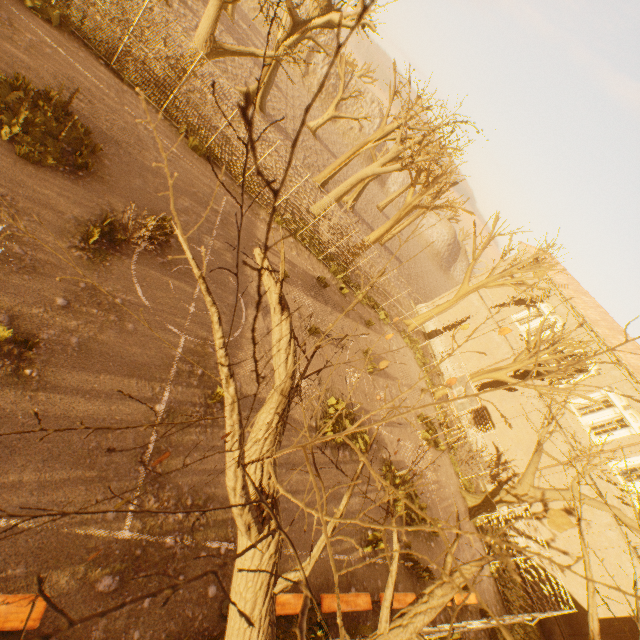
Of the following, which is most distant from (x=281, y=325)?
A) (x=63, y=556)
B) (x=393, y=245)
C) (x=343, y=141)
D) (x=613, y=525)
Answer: (x=343, y=141)

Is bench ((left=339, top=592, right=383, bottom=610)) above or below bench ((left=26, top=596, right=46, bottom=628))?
below

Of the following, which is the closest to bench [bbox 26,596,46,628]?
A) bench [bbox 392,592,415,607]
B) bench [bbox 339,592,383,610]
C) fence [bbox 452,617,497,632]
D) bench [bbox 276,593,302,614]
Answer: fence [bbox 452,617,497,632]

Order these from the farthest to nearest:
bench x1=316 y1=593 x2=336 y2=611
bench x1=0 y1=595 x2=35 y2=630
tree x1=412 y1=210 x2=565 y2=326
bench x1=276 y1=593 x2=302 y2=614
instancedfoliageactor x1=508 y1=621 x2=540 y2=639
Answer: tree x1=412 y1=210 x2=565 y2=326, instancedfoliageactor x1=508 y1=621 x2=540 y2=639, bench x1=316 y1=593 x2=336 y2=611, bench x1=276 y1=593 x2=302 y2=614, bench x1=0 y1=595 x2=35 y2=630

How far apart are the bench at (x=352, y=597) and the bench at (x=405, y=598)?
0.50m

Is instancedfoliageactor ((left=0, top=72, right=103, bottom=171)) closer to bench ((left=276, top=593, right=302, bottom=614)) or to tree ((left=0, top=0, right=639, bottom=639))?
tree ((left=0, top=0, right=639, bottom=639))

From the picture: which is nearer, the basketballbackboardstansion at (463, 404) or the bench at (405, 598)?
the bench at (405, 598)

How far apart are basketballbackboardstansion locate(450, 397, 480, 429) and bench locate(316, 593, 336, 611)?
8.9 meters
